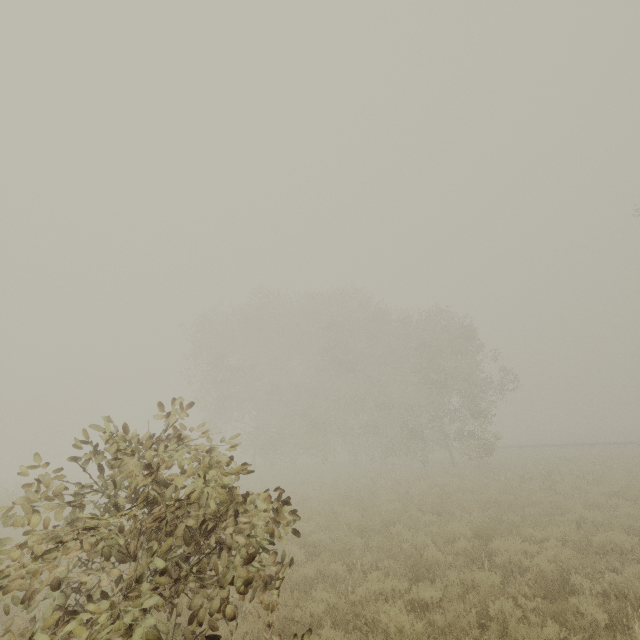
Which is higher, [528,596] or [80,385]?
[80,385]
